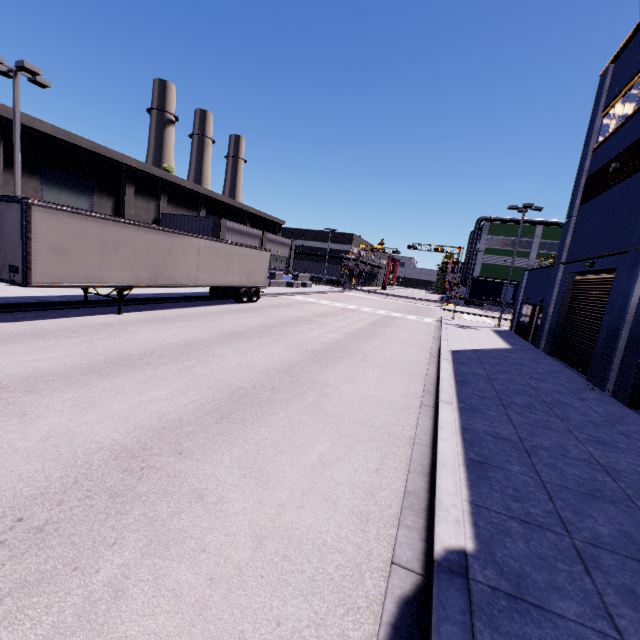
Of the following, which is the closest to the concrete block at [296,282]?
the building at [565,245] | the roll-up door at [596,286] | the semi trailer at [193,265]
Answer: the building at [565,245]

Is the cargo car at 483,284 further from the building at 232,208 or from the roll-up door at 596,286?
the roll-up door at 596,286

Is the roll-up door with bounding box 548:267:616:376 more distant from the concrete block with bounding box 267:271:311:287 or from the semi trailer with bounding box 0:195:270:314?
the concrete block with bounding box 267:271:311:287

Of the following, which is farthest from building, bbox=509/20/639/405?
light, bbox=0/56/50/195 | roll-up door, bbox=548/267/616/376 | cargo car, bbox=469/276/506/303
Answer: light, bbox=0/56/50/195

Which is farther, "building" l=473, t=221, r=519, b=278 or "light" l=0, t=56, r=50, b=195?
"building" l=473, t=221, r=519, b=278

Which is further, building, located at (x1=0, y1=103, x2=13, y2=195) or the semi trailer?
building, located at (x1=0, y1=103, x2=13, y2=195)

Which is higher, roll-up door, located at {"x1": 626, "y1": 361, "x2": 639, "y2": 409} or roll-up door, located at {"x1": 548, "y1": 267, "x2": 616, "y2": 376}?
roll-up door, located at {"x1": 548, "y1": 267, "x2": 616, "y2": 376}

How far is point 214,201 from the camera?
41.7m
